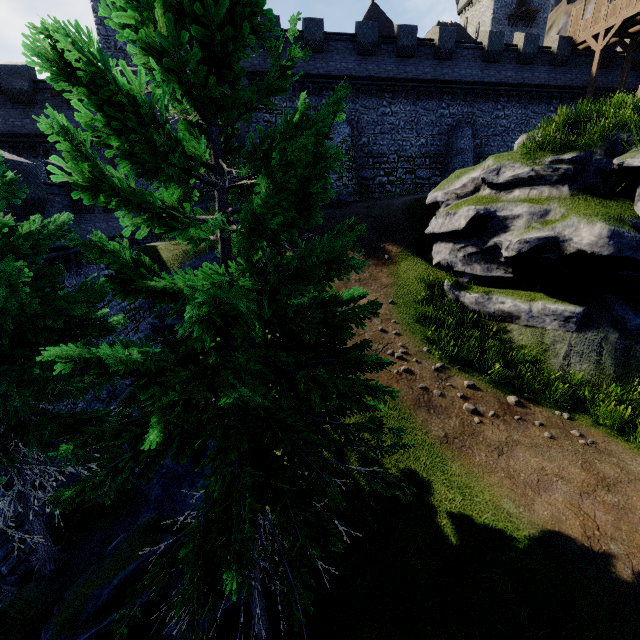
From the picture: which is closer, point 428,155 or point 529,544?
point 529,544

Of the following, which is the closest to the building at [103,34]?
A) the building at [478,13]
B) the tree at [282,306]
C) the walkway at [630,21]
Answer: the tree at [282,306]

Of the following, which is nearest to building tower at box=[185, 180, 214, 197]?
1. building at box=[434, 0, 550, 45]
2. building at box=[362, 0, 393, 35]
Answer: building at box=[362, 0, 393, 35]

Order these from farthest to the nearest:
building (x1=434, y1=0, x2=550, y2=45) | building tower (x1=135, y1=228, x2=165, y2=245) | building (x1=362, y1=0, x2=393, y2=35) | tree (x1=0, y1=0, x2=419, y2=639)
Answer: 1. building (x1=434, y1=0, x2=550, y2=45)
2. building (x1=362, y1=0, x2=393, y2=35)
3. building tower (x1=135, y1=228, x2=165, y2=245)
4. tree (x1=0, y1=0, x2=419, y2=639)

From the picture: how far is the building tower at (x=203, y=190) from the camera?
22.4m

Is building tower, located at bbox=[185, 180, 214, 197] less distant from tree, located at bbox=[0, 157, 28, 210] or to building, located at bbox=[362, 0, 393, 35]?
building, located at bbox=[362, 0, 393, 35]

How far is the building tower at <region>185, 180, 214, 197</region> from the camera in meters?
22.4 m
